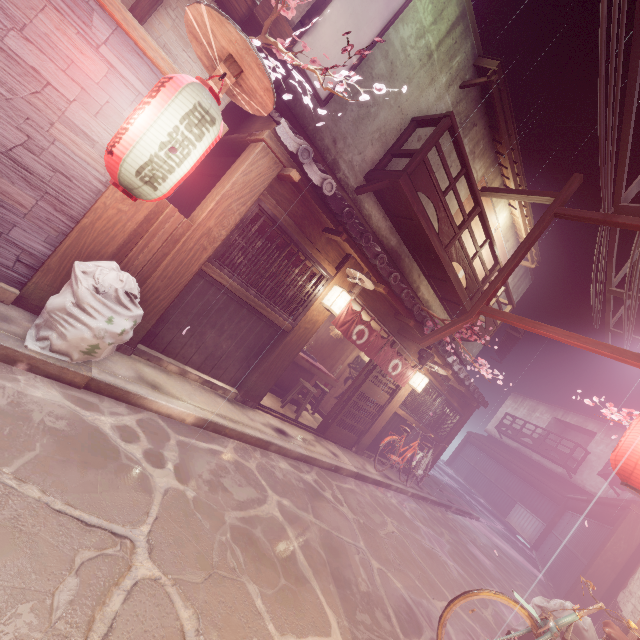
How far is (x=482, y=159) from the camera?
14.8 meters

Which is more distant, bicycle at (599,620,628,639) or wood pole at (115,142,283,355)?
wood pole at (115,142,283,355)

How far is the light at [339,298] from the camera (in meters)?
9.94

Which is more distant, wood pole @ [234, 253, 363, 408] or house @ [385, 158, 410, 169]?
house @ [385, 158, 410, 169]

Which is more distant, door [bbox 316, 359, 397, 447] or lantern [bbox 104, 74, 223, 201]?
door [bbox 316, 359, 397, 447]

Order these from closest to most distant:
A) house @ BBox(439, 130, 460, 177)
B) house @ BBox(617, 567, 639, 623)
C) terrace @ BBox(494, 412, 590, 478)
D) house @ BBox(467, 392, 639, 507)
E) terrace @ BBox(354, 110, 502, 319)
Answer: house @ BBox(617, 567, 639, 623)
terrace @ BBox(354, 110, 502, 319)
house @ BBox(439, 130, 460, 177)
house @ BBox(467, 392, 639, 507)
terrace @ BBox(494, 412, 590, 478)

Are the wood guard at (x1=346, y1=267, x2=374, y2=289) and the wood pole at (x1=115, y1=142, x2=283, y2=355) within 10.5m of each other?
yes

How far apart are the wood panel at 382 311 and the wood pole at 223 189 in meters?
4.4 m
